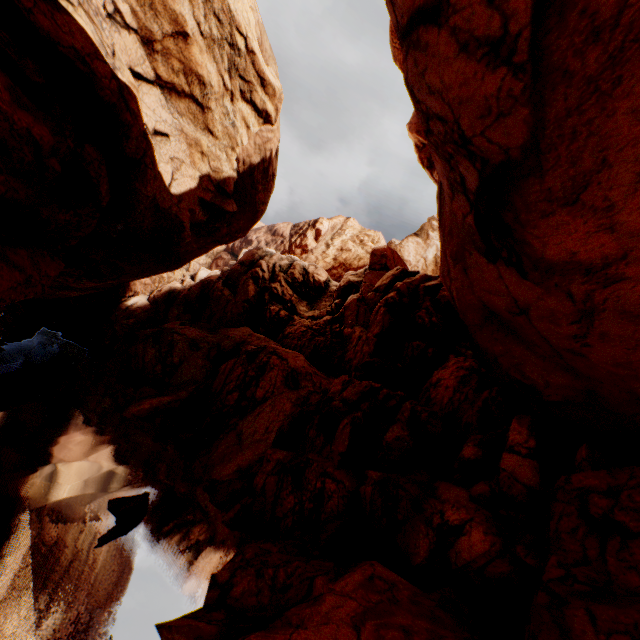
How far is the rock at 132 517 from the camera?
10.8 meters

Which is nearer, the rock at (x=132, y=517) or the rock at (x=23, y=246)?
the rock at (x=23, y=246)

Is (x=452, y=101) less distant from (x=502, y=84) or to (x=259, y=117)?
(x=502, y=84)

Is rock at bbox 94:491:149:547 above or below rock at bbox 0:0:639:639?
below

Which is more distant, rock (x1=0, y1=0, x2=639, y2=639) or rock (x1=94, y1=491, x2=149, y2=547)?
rock (x1=94, y1=491, x2=149, y2=547)

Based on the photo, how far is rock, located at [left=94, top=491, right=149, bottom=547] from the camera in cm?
1084
